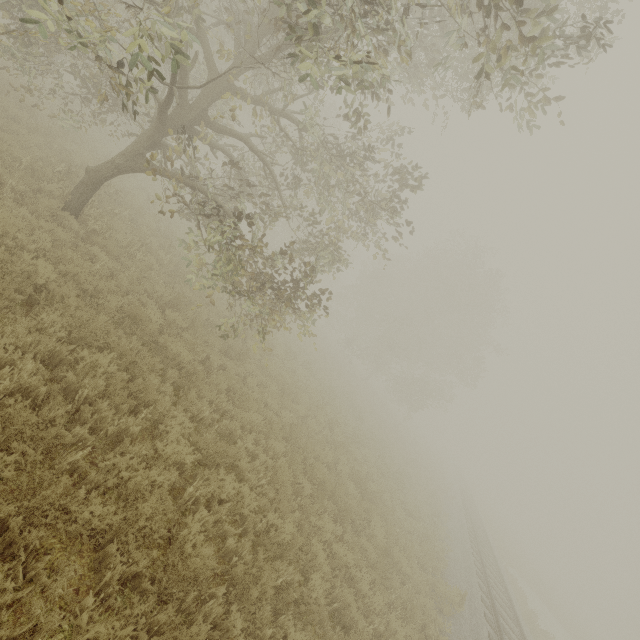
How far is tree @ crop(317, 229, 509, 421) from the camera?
29.8 meters

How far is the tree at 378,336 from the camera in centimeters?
2975cm

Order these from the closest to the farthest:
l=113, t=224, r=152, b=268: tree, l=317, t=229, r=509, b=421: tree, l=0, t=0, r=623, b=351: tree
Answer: l=0, t=0, r=623, b=351: tree, l=113, t=224, r=152, b=268: tree, l=317, t=229, r=509, b=421: tree

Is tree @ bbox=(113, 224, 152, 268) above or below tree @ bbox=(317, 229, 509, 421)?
below

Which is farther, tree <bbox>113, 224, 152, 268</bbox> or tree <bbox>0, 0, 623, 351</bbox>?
tree <bbox>113, 224, 152, 268</bbox>

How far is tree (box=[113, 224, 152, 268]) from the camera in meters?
9.0

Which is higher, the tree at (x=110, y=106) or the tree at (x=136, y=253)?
the tree at (x=110, y=106)

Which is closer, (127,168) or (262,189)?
(127,168)
